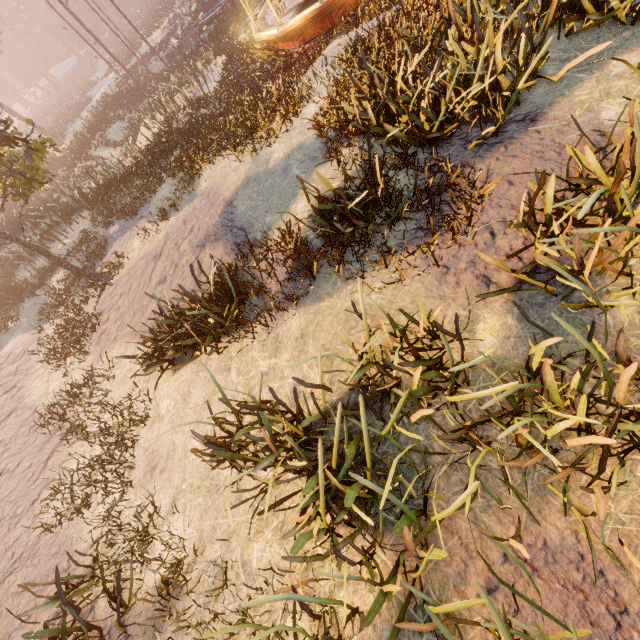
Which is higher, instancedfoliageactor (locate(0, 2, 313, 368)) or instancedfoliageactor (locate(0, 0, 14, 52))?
instancedfoliageactor (locate(0, 0, 14, 52))

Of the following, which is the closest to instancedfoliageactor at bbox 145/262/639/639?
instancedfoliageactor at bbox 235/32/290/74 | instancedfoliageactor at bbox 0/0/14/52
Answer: instancedfoliageactor at bbox 235/32/290/74

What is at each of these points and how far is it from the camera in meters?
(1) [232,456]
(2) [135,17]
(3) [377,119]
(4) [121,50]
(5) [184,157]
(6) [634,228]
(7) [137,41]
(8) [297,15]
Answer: (1) instancedfoliageactor, 4.2 m
(2) instancedfoliageactor, 59.1 m
(3) instancedfoliageactor, 6.3 m
(4) instancedfoliageactor, 48.4 m
(5) instancedfoliageactor, 11.6 m
(6) instancedfoliageactor, 2.9 m
(7) instancedfoliageactor, 41.3 m
(8) carousel, 11.9 m

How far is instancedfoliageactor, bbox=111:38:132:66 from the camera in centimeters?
3902cm

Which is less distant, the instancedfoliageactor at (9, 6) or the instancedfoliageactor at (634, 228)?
the instancedfoliageactor at (634, 228)

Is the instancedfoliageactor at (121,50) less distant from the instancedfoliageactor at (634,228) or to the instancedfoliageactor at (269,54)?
the instancedfoliageactor at (269,54)

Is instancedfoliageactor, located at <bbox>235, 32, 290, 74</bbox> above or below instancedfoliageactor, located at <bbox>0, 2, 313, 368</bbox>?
below
